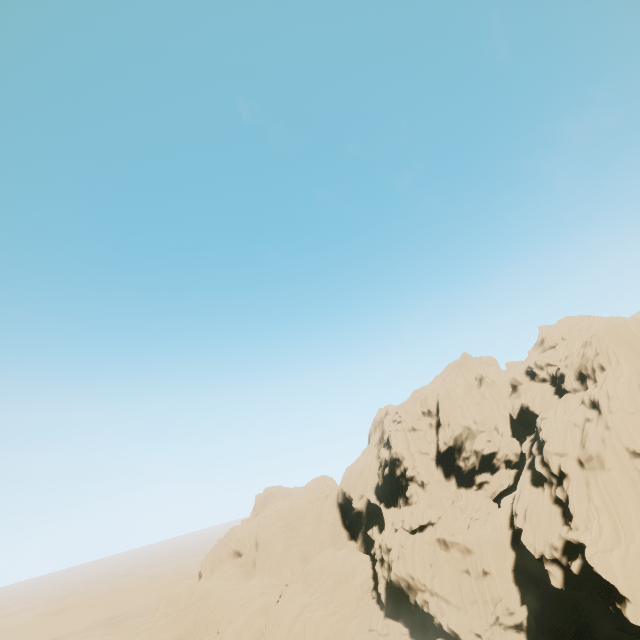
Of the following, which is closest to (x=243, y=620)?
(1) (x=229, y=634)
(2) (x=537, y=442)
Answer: (1) (x=229, y=634)
